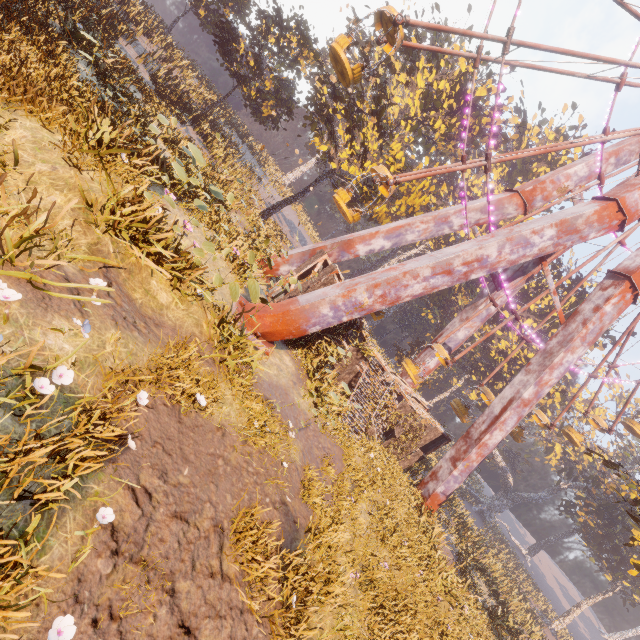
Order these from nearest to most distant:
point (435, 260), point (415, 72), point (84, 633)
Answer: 1. point (84, 633)
2. point (435, 260)
3. point (415, 72)

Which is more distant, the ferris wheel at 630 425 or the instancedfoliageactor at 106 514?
the ferris wheel at 630 425

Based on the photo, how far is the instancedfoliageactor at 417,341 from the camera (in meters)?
40.84

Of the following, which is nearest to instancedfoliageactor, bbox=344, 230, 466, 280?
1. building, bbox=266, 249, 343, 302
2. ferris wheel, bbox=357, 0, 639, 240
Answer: building, bbox=266, 249, 343, 302

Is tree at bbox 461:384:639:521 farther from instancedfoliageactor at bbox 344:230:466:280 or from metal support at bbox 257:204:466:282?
instancedfoliageactor at bbox 344:230:466:280

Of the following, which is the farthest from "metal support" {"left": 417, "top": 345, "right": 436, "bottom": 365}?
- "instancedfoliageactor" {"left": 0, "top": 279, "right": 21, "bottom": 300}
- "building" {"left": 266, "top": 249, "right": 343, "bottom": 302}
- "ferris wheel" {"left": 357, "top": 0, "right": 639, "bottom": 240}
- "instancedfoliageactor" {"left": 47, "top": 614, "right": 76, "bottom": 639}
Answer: "instancedfoliageactor" {"left": 47, "top": 614, "right": 76, "bottom": 639}

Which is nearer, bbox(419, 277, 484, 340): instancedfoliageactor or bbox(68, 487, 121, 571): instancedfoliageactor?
bbox(68, 487, 121, 571): instancedfoliageactor

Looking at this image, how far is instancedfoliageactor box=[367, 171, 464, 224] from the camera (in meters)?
22.60
